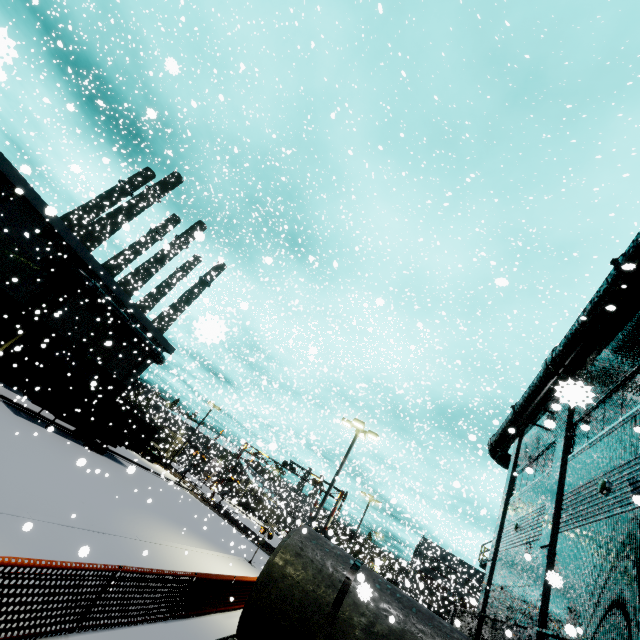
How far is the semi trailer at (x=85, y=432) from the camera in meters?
20.7

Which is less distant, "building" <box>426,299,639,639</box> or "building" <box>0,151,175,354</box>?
"building" <box>426,299,639,639</box>

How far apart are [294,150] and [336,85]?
9.7m

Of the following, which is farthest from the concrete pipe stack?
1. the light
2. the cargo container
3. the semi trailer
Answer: the light

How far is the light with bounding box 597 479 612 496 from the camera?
8.98m

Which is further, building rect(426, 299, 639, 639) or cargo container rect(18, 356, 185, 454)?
cargo container rect(18, 356, 185, 454)

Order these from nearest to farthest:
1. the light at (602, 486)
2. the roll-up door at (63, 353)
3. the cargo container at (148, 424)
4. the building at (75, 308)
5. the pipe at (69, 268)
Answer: the light at (602, 486) → the cargo container at (148, 424) → the building at (75, 308) → the pipe at (69, 268) → the roll-up door at (63, 353)

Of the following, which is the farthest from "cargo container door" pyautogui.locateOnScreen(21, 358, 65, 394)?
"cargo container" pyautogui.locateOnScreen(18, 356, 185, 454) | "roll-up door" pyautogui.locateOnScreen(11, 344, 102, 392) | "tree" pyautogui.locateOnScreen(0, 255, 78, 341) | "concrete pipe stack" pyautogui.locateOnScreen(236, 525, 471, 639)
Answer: "roll-up door" pyautogui.locateOnScreen(11, 344, 102, 392)
